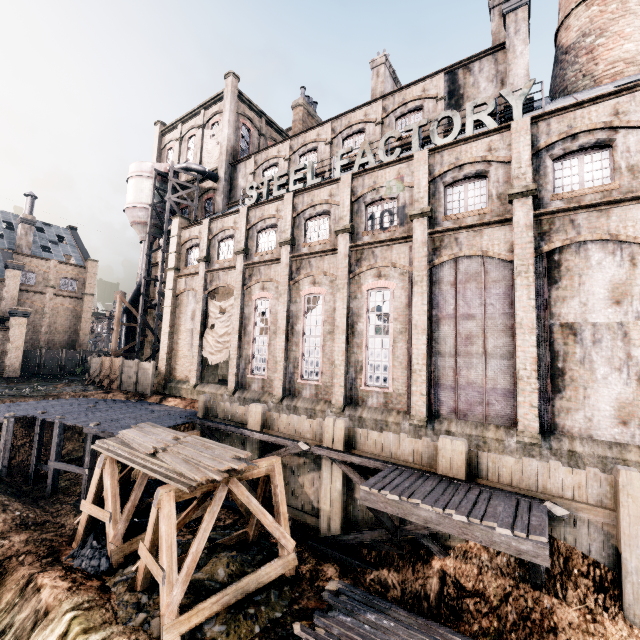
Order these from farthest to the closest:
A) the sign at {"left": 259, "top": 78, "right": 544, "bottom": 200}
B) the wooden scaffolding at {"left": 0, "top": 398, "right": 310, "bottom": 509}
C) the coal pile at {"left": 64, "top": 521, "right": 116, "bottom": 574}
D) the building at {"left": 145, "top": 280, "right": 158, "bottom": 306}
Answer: the building at {"left": 145, "top": 280, "right": 158, "bottom": 306} < the wooden scaffolding at {"left": 0, "top": 398, "right": 310, "bottom": 509} < the sign at {"left": 259, "top": 78, "right": 544, "bottom": 200} < the coal pile at {"left": 64, "top": 521, "right": 116, "bottom": 574}

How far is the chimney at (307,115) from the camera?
32.9m

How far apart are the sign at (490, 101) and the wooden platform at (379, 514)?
15.7 meters

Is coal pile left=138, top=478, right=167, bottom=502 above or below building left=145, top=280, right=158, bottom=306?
below

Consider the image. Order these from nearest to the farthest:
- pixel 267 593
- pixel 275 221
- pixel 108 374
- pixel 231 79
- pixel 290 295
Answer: pixel 267 593, pixel 290 295, pixel 275 221, pixel 108 374, pixel 231 79

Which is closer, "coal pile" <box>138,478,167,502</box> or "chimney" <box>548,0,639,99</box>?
"coal pile" <box>138,478,167,502</box>

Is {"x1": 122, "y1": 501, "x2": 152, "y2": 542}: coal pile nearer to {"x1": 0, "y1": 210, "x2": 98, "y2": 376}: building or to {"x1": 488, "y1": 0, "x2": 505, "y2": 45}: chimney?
{"x1": 0, "y1": 210, "x2": 98, "y2": 376}: building

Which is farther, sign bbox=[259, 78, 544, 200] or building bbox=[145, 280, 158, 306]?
building bbox=[145, 280, 158, 306]
